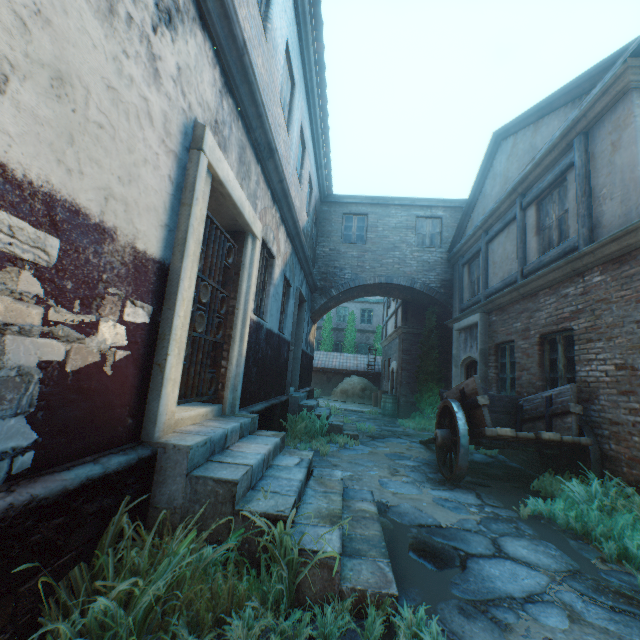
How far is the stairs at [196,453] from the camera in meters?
2.2 m

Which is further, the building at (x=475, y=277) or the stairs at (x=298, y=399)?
the building at (x=475, y=277)

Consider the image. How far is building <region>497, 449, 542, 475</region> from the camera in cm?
→ 642

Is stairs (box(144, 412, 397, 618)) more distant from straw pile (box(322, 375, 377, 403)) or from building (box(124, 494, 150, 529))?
straw pile (box(322, 375, 377, 403))

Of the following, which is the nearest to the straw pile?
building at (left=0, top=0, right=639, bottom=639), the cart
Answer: building at (left=0, top=0, right=639, bottom=639)

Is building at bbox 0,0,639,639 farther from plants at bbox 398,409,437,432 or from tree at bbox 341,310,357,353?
tree at bbox 341,310,357,353

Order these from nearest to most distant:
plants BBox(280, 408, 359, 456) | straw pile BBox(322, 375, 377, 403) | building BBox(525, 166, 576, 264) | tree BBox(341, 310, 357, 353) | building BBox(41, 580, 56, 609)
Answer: building BBox(41, 580, 56, 609), building BBox(525, 166, 576, 264), plants BBox(280, 408, 359, 456), straw pile BBox(322, 375, 377, 403), tree BBox(341, 310, 357, 353)

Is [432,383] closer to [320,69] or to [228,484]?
[320,69]
